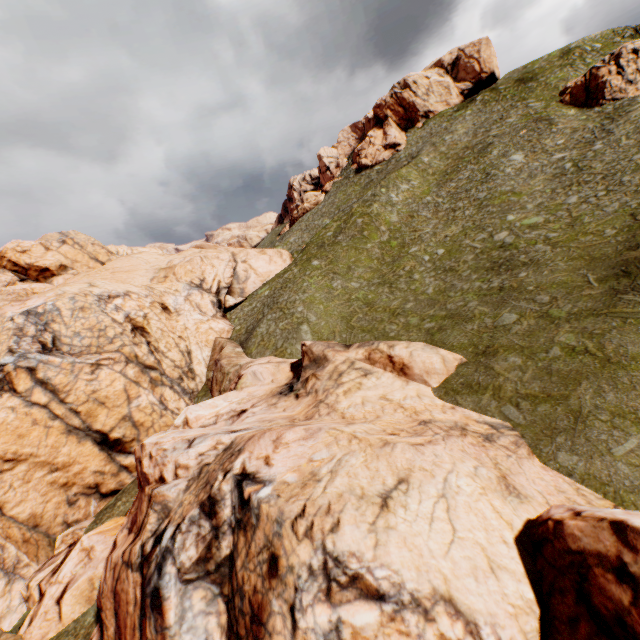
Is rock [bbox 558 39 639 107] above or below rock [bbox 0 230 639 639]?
above

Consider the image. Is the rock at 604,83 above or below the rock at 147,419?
above

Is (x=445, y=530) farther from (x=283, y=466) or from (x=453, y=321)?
(x=453, y=321)

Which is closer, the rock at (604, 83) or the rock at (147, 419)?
the rock at (147, 419)

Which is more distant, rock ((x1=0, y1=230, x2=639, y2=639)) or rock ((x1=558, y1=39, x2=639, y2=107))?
rock ((x1=558, y1=39, x2=639, y2=107))
